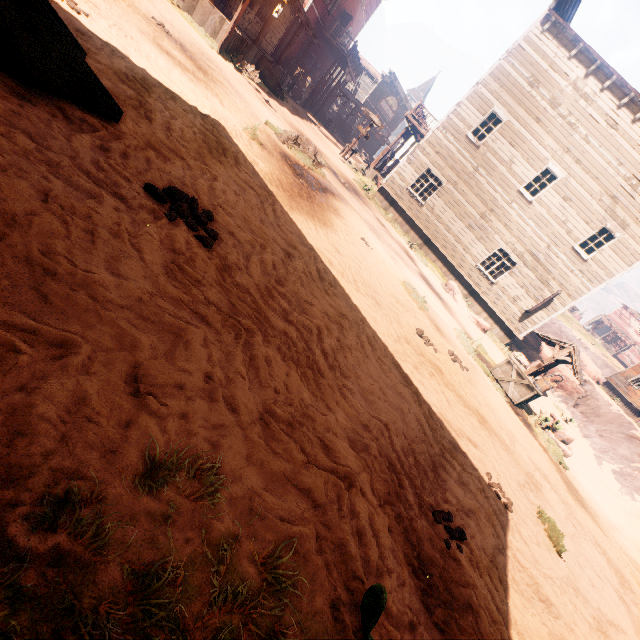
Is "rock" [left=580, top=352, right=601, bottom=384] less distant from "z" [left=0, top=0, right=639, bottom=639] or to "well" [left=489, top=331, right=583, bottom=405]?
"z" [left=0, top=0, right=639, bottom=639]

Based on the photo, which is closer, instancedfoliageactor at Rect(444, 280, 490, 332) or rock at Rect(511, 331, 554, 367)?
instancedfoliageactor at Rect(444, 280, 490, 332)

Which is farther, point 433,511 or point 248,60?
point 248,60

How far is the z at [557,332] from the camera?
43.1m

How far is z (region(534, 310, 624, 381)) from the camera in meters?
43.1

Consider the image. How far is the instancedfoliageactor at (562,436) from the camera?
10.4 meters

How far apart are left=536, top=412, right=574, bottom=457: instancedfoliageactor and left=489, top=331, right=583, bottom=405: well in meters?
0.8 m

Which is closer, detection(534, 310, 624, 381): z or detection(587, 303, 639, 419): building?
detection(587, 303, 639, 419): building
